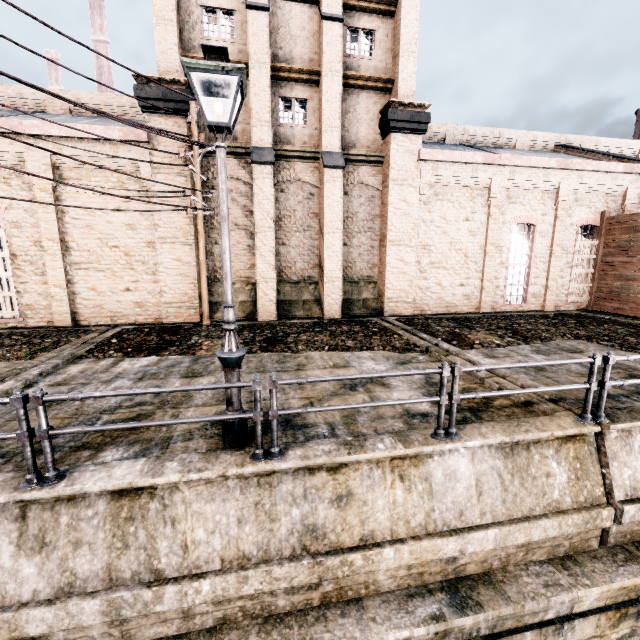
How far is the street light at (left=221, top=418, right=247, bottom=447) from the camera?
5.2m

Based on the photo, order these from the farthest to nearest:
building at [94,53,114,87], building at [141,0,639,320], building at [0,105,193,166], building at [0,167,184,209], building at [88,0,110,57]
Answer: building at [94,53,114,87] < building at [88,0,110,57] < building at [141,0,639,320] < building at [0,167,184,209] < building at [0,105,193,166]

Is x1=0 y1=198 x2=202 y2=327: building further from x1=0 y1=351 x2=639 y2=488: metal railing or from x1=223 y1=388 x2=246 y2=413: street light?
x1=0 y1=351 x2=639 y2=488: metal railing

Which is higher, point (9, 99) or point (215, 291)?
point (9, 99)

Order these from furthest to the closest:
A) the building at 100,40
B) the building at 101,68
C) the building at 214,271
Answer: the building at 101,68 → the building at 100,40 → the building at 214,271

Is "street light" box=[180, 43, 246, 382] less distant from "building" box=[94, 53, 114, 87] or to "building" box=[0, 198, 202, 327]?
"building" box=[0, 198, 202, 327]

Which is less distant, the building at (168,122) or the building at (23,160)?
the building at (23,160)
